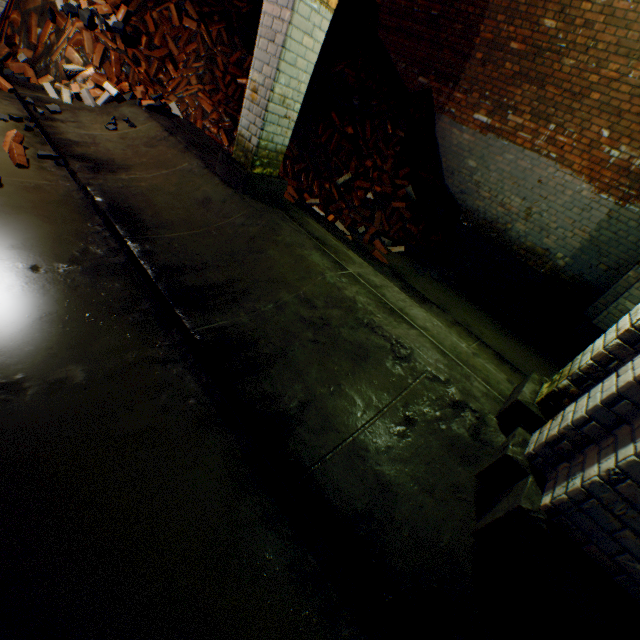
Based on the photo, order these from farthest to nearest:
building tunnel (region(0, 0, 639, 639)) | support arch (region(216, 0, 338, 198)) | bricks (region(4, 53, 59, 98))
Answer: bricks (region(4, 53, 59, 98)), support arch (region(216, 0, 338, 198)), building tunnel (region(0, 0, 639, 639))

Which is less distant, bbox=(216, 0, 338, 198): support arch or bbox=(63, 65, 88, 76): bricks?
bbox=(216, 0, 338, 198): support arch

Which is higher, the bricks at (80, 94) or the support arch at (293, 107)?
the support arch at (293, 107)

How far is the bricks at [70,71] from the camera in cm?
482

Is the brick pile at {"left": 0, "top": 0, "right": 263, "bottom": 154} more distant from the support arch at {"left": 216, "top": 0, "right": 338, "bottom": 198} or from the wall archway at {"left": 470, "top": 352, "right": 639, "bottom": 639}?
the wall archway at {"left": 470, "top": 352, "right": 639, "bottom": 639}

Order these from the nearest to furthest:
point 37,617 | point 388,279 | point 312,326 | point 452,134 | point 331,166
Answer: point 37,617 < point 312,326 < point 388,279 < point 331,166 < point 452,134

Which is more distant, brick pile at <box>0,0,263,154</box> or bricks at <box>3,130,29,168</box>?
brick pile at <box>0,0,263,154</box>

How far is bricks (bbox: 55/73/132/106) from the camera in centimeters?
473cm
